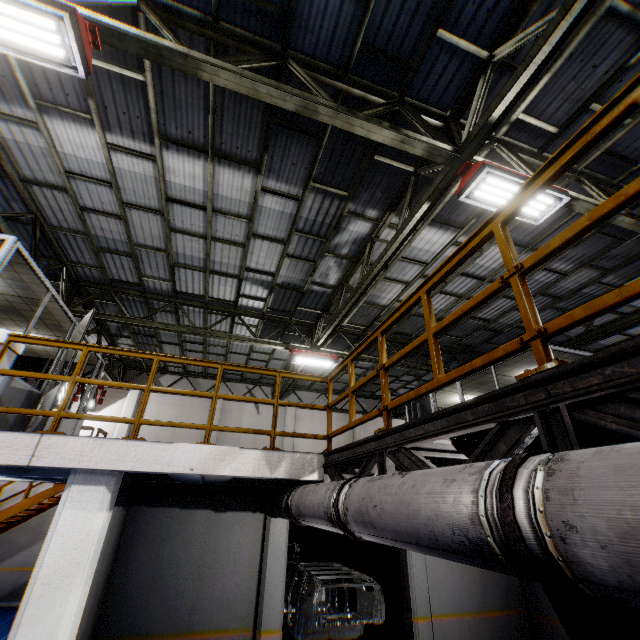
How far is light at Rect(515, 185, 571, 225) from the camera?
4.9m

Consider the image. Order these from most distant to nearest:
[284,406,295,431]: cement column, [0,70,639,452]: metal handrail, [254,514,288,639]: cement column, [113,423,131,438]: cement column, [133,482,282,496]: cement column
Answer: [284,406,295,431]: cement column
[113,423,131,438]: cement column
[133,482,282,496]: cement column
[254,514,288,639]: cement column
[0,70,639,452]: metal handrail

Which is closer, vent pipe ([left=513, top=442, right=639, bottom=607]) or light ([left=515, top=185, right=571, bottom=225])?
vent pipe ([left=513, top=442, right=639, bottom=607])

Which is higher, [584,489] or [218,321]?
[218,321]

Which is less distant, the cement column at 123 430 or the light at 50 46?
the light at 50 46

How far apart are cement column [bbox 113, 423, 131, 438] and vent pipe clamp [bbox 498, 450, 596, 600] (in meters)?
16.86

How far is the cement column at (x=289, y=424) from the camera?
16.98m

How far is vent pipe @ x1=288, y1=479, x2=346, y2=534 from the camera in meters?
3.1 m
